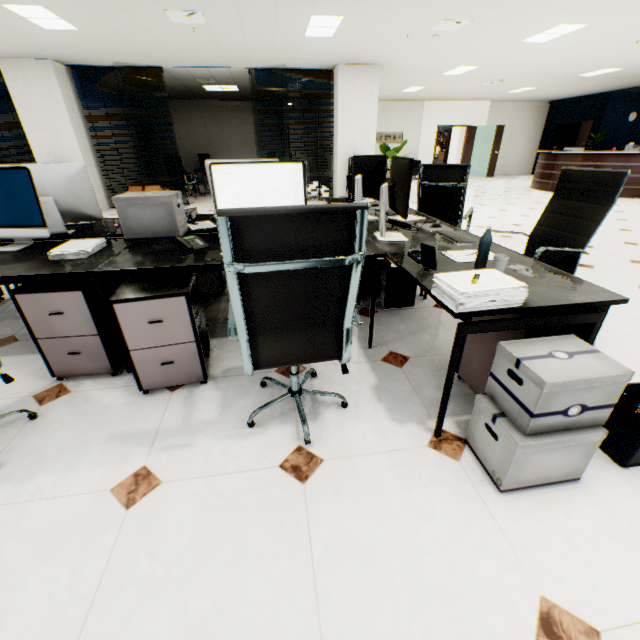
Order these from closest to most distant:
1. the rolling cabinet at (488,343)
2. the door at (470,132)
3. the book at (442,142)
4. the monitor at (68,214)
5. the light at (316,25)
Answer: the rolling cabinet at (488,343) → the monitor at (68,214) → the light at (316,25) → the door at (470,132) → the book at (442,142)

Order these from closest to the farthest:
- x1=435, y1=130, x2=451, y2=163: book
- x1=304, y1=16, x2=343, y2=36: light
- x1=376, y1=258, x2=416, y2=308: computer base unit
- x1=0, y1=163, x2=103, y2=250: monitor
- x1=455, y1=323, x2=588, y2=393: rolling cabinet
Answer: x1=455, y1=323, x2=588, y2=393: rolling cabinet, x1=0, y1=163, x2=103, y2=250: monitor, x1=376, y1=258, x2=416, y2=308: computer base unit, x1=304, y1=16, x2=343, y2=36: light, x1=435, y1=130, x2=451, y2=163: book

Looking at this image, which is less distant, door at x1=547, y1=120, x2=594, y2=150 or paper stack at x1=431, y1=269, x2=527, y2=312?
paper stack at x1=431, y1=269, x2=527, y2=312

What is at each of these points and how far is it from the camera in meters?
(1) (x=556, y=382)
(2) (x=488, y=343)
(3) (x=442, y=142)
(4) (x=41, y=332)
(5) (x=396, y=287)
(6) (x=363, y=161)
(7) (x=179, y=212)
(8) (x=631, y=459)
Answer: (1) cardboard box, 1.2 m
(2) rolling cabinet, 1.8 m
(3) book, 22.5 m
(4) rolling cabinet, 1.9 m
(5) computer base unit, 2.9 m
(6) monitor, 2.8 m
(7) cardboard box, 2.4 m
(8) trash can, 1.5 m

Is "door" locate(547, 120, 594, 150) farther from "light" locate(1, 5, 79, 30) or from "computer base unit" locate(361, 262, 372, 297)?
"light" locate(1, 5, 79, 30)

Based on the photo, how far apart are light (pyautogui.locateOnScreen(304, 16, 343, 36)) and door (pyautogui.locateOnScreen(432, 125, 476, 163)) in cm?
1057

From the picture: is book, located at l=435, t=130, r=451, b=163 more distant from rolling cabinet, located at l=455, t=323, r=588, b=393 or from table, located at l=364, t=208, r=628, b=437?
rolling cabinet, located at l=455, t=323, r=588, b=393

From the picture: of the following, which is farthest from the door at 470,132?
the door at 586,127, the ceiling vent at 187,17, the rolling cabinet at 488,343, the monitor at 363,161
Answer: the rolling cabinet at 488,343
